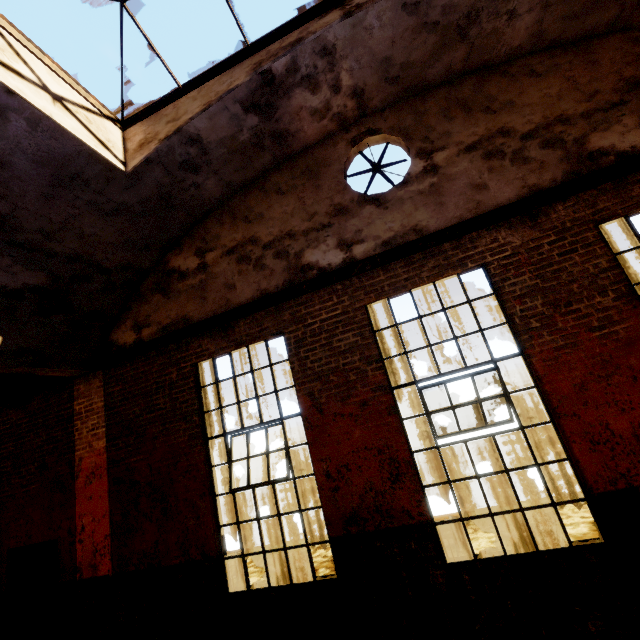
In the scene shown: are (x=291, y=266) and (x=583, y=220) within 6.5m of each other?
yes

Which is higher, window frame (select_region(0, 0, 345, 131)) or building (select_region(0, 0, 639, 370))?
window frame (select_region(0, 0, 345, 131))

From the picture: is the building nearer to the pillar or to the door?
the pillar

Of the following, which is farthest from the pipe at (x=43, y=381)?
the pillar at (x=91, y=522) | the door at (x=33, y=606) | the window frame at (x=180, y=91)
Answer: the window frame at (x=180, y=91)

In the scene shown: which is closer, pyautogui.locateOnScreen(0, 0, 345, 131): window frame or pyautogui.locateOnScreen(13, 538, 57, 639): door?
pyautogui.locateOnScreen(0, 0, 345, 131): window frame

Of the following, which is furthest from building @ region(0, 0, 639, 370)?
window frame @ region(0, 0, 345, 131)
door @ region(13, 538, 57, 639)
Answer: door @ region(13, 538, 57, 639)

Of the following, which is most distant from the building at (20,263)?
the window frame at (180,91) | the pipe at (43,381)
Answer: the pipe at (43,381)

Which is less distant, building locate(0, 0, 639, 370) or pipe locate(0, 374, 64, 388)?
building locate(0, 0, 639, 370)
